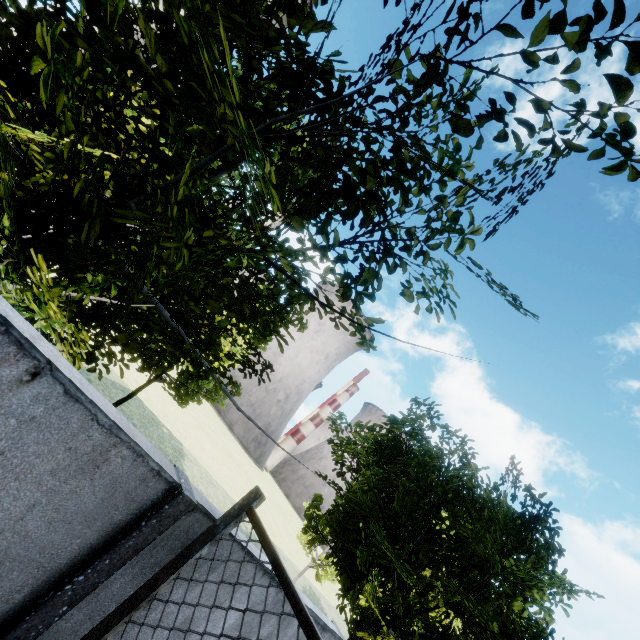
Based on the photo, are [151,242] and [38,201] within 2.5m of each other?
yes
